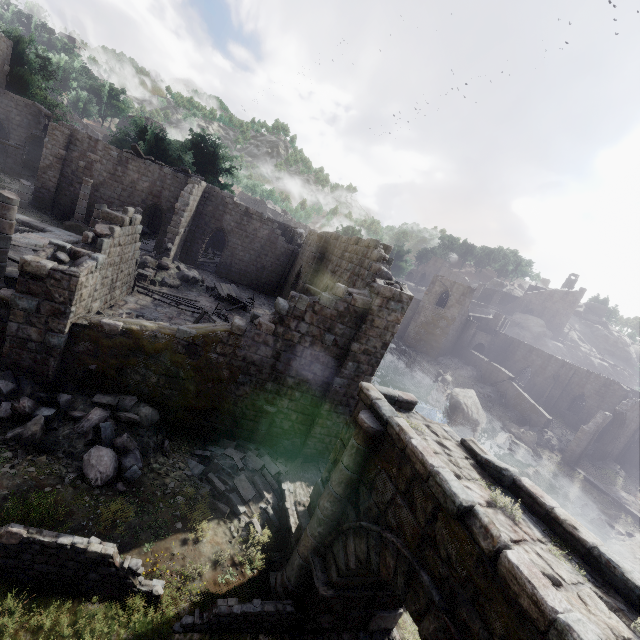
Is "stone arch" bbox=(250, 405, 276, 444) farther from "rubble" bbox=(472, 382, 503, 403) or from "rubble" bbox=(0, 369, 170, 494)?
"rubble" bbox=(472, 382, 503, 403)

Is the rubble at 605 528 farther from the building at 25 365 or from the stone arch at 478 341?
the stone arch at 478 341

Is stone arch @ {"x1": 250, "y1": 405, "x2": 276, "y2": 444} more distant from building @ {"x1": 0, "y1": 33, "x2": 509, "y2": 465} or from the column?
the column

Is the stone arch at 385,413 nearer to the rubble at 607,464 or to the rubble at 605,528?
the rubble at 605,528

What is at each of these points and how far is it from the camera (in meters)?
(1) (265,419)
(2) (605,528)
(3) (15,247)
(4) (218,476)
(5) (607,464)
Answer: (1) stone arch, 11.67
(2) rubble, 22.97
(3) wooden plank rubble, 14.19
(4) rubble, 9.93
(5) rubble, 30.86

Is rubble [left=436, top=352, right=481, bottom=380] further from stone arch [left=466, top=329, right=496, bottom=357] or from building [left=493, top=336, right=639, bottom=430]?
stone arch [left=466, top=329, right=496, bottom=357]

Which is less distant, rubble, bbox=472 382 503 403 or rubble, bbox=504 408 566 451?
rubble, bbox=504 408 566 451

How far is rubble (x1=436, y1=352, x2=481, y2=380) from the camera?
42.4 meters
